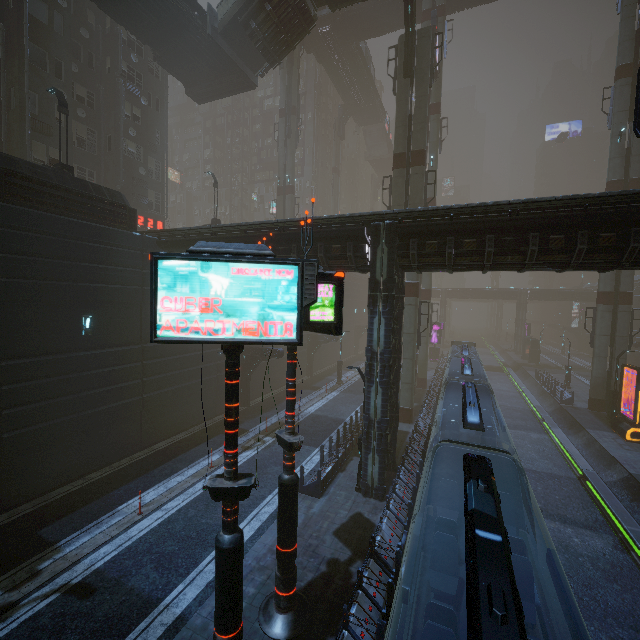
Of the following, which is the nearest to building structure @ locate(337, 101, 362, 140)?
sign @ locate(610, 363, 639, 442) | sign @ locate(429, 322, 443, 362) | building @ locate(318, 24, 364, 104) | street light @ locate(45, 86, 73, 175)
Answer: building @ locate(318, 24, 364, 104)

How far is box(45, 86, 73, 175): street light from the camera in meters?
15.9

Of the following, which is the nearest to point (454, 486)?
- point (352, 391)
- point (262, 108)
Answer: point (352, 391)

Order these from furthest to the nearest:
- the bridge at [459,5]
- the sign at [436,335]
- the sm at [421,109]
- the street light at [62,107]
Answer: the sign at [436,335], the bridge at [459,5], the sm at [421,109], the street light at [62,107]

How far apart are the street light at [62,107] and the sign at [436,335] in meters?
43.6 m

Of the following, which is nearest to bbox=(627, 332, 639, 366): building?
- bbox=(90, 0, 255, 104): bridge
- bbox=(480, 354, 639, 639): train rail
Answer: → bbox=(480, 354, 639, 639): train rail

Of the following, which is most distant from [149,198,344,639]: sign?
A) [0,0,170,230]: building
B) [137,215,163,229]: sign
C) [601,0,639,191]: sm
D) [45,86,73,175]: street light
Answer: [137,215,163,229]: sign

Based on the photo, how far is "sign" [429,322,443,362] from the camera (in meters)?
48.12
